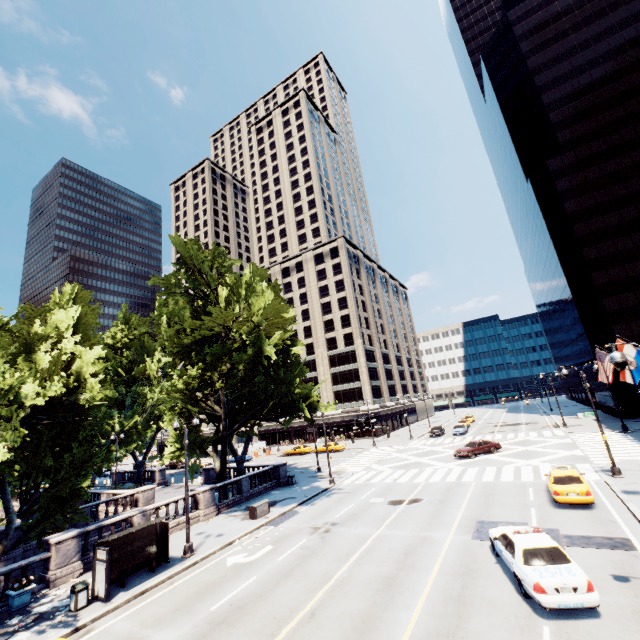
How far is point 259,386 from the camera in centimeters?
3512cm

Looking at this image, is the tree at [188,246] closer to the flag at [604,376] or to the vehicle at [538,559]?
the vehicle at [538,559]

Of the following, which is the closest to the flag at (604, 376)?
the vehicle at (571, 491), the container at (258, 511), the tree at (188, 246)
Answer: the vehicle at (571, 491)

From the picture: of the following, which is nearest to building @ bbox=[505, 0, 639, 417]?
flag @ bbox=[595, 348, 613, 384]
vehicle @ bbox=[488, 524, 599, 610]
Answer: flag @ bbox=[595, 348, 613, 384]

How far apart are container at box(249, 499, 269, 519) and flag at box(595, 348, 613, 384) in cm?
→ 2447

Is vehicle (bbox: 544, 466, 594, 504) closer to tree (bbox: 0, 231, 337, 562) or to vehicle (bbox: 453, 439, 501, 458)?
vehicle (bbox: 453, 439, 501, 458)

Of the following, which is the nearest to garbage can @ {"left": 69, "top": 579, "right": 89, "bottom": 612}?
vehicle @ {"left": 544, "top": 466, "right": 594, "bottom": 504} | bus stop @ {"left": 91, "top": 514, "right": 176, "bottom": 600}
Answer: bus stop @ {"left": 91, "top": 514, "right": 176, "bottom": 600}

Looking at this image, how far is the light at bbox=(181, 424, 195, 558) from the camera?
17.7 meters
